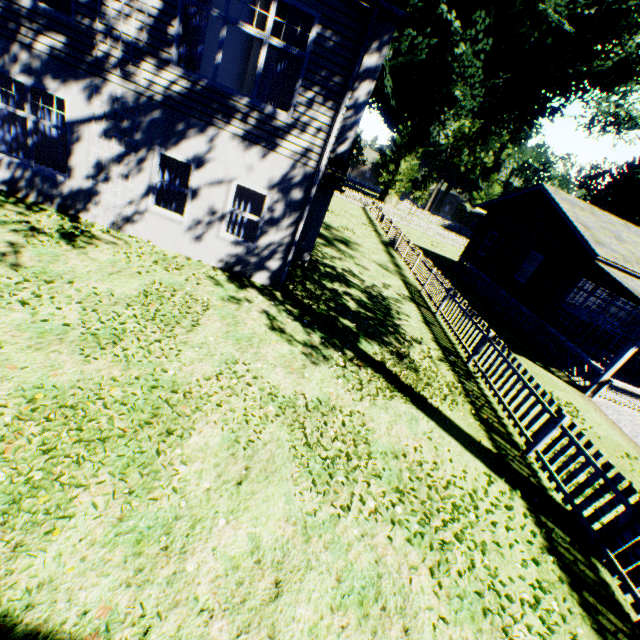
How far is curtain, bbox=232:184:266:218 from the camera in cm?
878

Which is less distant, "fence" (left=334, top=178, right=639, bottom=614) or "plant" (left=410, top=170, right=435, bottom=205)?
"fence" (left=334, top=178, right=639, bottom=614)

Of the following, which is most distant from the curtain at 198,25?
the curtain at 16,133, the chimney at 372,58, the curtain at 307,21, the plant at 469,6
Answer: the plant at 469,6

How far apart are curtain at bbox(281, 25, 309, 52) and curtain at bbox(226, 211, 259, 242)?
2.0 meters

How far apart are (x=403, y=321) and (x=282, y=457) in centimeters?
775cm

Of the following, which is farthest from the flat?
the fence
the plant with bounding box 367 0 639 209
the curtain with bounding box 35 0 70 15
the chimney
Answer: the curtain with bounding box 35 0 70 15

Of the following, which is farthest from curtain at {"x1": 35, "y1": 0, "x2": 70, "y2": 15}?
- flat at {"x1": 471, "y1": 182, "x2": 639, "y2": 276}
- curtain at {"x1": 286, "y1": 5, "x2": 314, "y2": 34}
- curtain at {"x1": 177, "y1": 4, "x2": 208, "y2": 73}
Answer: flat at {"x1": 471, "y1": 182, "x2": 639, "y2": 276}

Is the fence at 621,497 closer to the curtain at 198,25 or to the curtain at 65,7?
the curtain at 198,25
